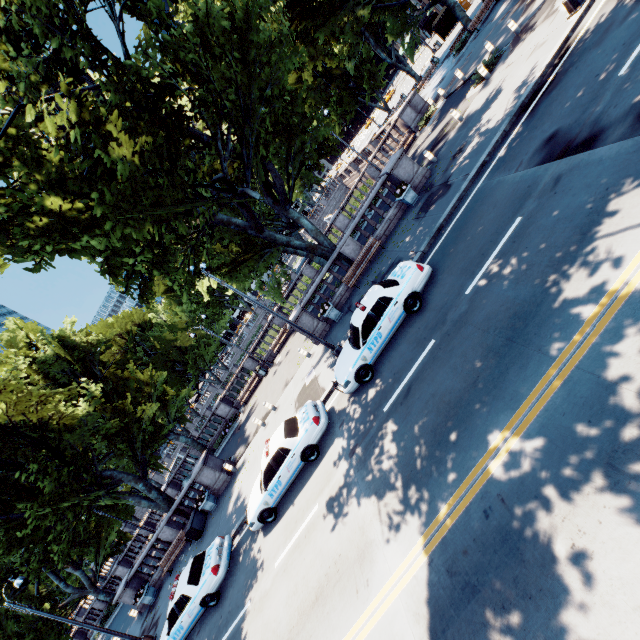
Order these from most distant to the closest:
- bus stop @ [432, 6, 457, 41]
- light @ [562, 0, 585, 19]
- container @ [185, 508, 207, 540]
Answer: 1. bus stop @ [432, 6, 457, 41]
2. container @ [185, 508, 207, 540]
3. light @ [562, 0, 585, 19]

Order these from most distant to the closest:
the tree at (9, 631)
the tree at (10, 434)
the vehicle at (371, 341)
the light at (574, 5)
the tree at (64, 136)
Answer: the tree at (9, 631) → the tree at (10, 434) → the light at (574, 5) → the vehicle at (371, 341) → the tree at (64, 136)

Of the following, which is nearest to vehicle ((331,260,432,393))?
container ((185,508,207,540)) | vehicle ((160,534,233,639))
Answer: vehicle ((160,534,233,639))

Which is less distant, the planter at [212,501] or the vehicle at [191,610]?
the vehicle at [191,610]

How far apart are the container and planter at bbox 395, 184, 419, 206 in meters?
21.9

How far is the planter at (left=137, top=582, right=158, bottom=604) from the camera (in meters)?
20.01

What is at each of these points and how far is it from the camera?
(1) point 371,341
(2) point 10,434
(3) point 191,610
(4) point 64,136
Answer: (1) vehicle, 10.91m
(2) tree, 16.11m
(3) vehicle, 12.33m
(4) tree, 14.15m

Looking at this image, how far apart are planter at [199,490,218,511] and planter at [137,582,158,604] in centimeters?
687cm
